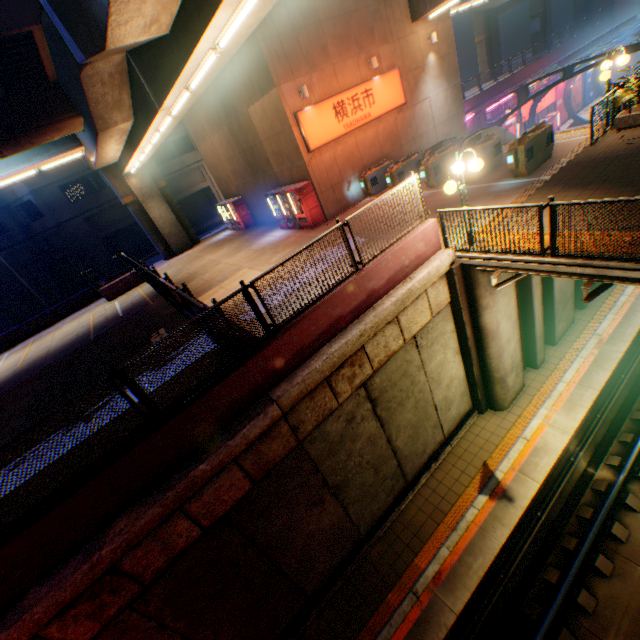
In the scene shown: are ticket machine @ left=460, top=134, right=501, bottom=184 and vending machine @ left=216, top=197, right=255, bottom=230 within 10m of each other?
no

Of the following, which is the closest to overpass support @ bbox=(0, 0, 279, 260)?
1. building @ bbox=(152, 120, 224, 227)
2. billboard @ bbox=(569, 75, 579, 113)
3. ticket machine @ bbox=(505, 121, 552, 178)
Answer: ticket machine @ bbox=(505, 121, 552, 178)

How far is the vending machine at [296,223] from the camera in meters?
15.0

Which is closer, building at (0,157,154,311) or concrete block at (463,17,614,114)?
concrete block at (463,17,614,114)

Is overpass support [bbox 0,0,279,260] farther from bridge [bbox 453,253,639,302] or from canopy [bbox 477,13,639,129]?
canopy [bbox 477,13,639,129]

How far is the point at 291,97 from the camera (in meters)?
13.48

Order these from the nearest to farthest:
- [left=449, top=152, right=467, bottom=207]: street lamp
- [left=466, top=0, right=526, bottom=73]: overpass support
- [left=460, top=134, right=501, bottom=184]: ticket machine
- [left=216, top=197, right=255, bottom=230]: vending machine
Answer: [left=449, top=152, right=467, bottom=207]: street lamp < [left=460, top=134, right=501, bottom=184]: ticket machine < [left=216, top=197, right=255, bottom=230]: vending machine < [left=466, top=0, right=526, bottom=73]: overpass support

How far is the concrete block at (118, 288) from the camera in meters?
20.1 m
